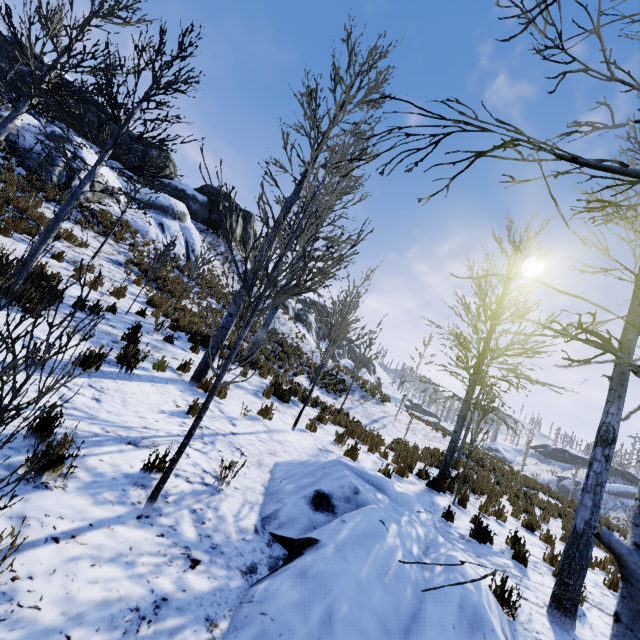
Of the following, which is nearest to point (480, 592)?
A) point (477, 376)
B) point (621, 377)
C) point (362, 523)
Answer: point (362, 523)

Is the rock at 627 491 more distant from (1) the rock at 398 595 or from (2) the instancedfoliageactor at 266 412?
(1) the rock at 398 595

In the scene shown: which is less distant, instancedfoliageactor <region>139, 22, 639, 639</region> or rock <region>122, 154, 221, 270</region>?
instancedfoliageactor <region>139, 22, 639, 639</region>

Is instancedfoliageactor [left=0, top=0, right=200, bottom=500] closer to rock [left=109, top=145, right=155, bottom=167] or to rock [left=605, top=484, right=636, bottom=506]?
rock [left=109, top=145, right=155, bottom=167]

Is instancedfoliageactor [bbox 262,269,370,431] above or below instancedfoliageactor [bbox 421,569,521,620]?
above

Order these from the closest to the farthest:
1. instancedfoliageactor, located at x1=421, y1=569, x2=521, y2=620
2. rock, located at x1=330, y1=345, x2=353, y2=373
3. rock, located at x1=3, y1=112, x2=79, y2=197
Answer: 1. instancedfoliageactor, located at x1=421, y1=569, x2=521, y2=620
2. rock, located at x1=3, y1=112, x2=79, y2=197
3. rock, located at x1=330, y1=345, x2=353, y2=373

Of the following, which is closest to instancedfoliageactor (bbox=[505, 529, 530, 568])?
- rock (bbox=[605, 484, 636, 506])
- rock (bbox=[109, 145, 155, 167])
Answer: rock (bbox=[109, 145, 155, 167])
